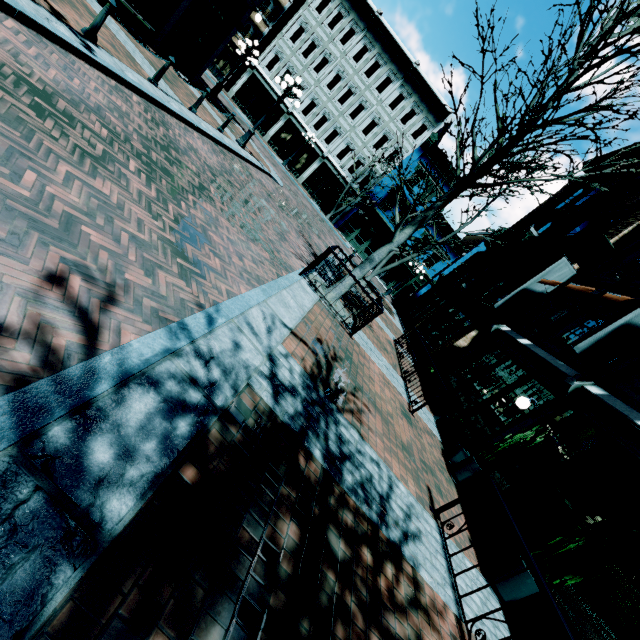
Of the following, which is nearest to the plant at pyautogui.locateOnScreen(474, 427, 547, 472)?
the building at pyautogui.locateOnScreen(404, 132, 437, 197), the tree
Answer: the tree

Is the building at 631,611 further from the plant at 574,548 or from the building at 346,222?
the building at 346,222

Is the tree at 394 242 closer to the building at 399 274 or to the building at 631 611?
the building at 631 611

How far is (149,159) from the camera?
5.4m

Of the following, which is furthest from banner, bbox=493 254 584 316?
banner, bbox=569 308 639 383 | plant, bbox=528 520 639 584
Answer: plant, bbox=528 520 639 584

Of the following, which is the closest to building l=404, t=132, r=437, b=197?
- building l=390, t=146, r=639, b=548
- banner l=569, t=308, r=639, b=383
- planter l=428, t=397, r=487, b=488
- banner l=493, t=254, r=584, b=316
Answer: building l=390, t=146, r=639, b=548

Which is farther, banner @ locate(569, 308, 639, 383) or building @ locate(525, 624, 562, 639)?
banner @ locate(569, 308, 639, 383)

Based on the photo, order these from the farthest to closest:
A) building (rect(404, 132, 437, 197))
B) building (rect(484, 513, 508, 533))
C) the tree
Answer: building (rect(404, 132, 437, 197)) → building (rect(484, 513, 508, 533)) → the tree
